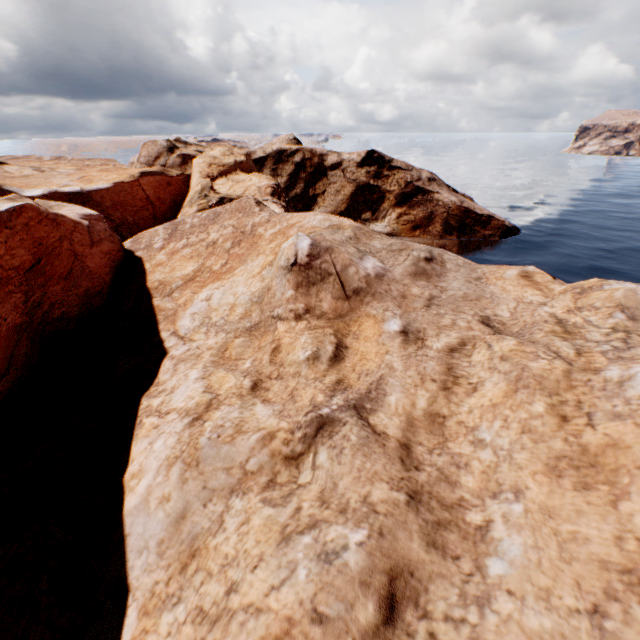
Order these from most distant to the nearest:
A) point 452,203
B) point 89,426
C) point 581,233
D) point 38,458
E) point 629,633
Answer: point 581,233 < point 452,203 < point 89,426 < point 38,458 < point 629,633
